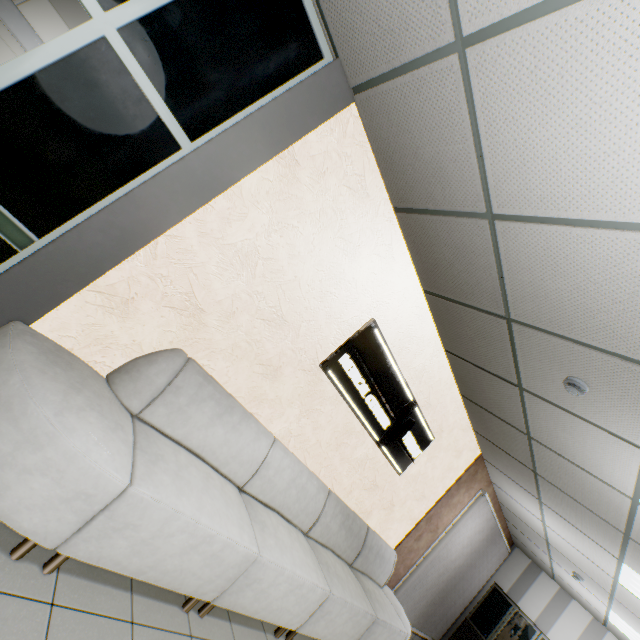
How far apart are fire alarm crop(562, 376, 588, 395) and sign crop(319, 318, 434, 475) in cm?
155

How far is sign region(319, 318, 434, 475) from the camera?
3.3m

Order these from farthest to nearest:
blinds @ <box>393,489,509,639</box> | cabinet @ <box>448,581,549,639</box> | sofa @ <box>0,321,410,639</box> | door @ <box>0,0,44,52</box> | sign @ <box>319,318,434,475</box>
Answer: cabinet @ <box>448,581,549,639</box>
blinds @ <box>393,489,509,639</box>
door @ <box>0,0,44,52</box>
sign @ <box>319,318,434,475</box>
sofa @ <box>0,321,410,639</box>

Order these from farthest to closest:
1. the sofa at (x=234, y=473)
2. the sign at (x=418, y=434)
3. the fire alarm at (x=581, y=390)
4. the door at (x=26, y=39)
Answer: the door at (x=26, y=39) → the sign at (x=418, y=434) → the fire alarm at (x=581, y=390) → the sofa at (x=234, y=473)

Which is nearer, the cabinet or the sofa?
the sofa

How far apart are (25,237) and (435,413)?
4.7 meters

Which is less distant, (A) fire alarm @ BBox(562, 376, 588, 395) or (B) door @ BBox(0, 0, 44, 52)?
(A) fire alarm @ BBox(562, 376, 588, 395)

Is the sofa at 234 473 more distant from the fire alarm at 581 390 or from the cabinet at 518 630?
the cabinet at 518 630
